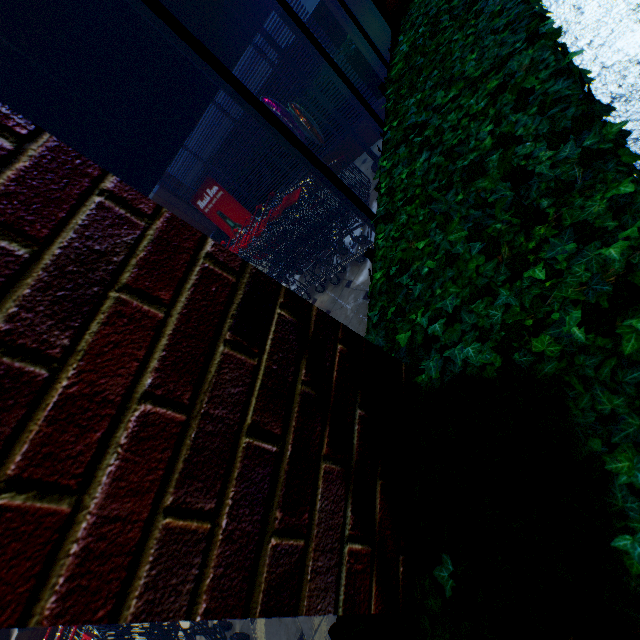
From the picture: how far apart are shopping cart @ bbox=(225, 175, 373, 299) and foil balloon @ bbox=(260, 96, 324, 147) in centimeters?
84cm

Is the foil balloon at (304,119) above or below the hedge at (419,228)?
above

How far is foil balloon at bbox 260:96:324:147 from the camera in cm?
365

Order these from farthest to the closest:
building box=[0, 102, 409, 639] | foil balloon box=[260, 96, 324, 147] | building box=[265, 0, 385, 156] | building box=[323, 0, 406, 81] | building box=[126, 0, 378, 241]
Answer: foil balloon box=[260, 96, 324, 147] → building box=[323, 0, 406, 81] → building box=[265, 0, 385, 156] → building box=[126, 0, 378, 241] → building box=[0, 102, 409, 639]

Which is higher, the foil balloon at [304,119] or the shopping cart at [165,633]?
the foil balloon at [304,119]

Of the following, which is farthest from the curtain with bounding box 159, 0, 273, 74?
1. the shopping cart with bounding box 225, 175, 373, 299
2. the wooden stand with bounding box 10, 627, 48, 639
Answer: the wooden stand with bounding box 10, 627, 48, 639

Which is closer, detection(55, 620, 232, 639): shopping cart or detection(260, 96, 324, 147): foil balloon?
detection(55, 620, 232, 639): shopping cart

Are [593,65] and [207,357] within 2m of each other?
no
